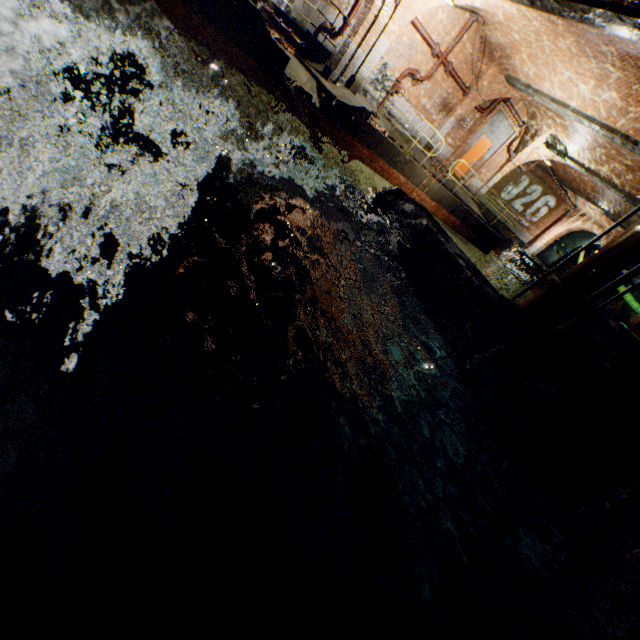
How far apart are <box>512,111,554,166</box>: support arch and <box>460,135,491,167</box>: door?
1.6m

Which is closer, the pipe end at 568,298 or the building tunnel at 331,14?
the pipe end at 568,298

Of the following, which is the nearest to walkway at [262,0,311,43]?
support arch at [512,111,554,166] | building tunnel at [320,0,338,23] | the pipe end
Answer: building tunnel at [320,0,338,23]

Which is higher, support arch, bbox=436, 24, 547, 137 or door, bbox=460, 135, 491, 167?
support arch, bbox=436, 24, 547, 137

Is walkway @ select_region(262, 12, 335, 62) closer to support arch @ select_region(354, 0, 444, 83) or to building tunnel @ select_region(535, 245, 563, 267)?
support arch @ select_region(354, 0, 444, 83)

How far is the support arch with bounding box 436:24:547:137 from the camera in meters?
11.9

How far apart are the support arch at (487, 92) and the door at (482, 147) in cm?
182

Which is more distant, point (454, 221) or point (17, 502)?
point (454, 221)
